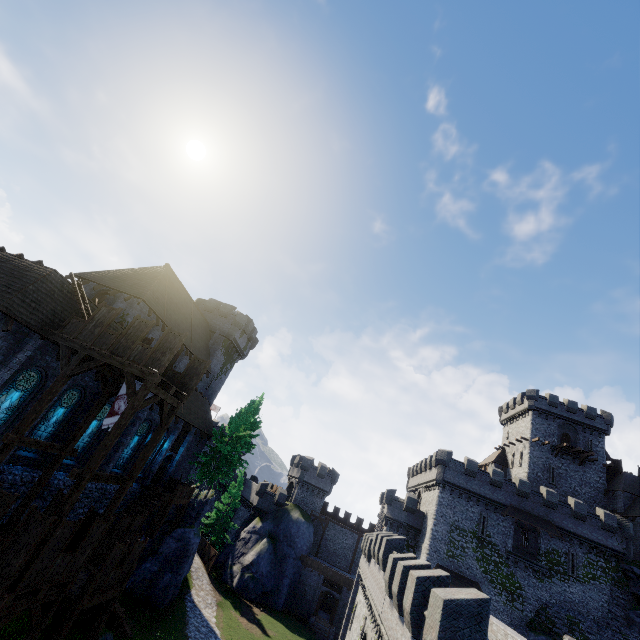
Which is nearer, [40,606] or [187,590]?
[40,606]

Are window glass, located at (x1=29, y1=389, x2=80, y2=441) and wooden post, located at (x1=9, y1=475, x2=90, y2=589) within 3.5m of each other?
no

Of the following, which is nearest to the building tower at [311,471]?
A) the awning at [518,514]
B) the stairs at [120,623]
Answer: the awning at [518,514]

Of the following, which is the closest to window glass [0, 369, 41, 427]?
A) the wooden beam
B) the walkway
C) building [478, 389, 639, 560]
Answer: the walkway

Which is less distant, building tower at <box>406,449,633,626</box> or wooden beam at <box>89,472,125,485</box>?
wooden beam at <box>89,472,125,485</box>

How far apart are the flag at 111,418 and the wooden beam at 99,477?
2.13m

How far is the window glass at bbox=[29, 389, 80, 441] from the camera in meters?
17.4

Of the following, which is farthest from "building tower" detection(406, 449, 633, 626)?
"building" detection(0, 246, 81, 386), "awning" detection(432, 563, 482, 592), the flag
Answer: the flag
